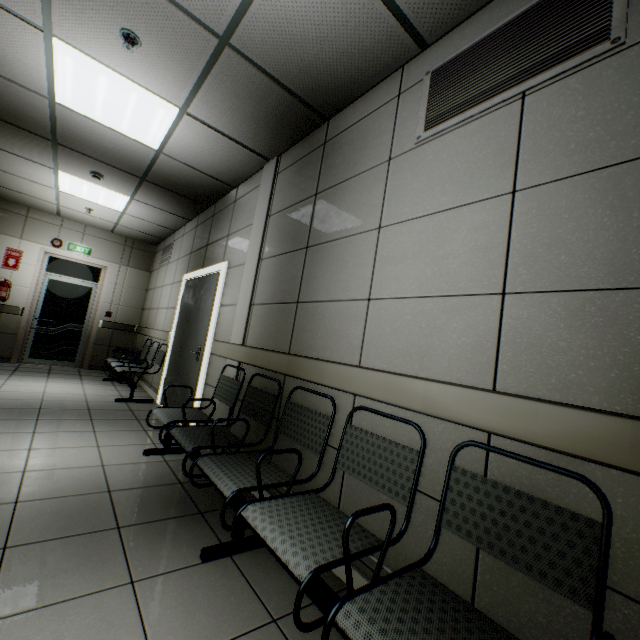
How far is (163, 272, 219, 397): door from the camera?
4.18m

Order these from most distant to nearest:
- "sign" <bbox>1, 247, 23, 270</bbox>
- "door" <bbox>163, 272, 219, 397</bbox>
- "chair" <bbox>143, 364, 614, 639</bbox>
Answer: "sign" <bbox>1, 247, 23, 270</bbox> < "door" <bbox>163, 272, 219, 397</bbox> < "chair" <bbox>143, 364, 614, 639</bbox>

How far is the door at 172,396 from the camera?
4.3m

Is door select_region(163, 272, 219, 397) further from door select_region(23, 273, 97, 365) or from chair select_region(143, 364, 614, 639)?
door select_region(23, 273, 97, 365)

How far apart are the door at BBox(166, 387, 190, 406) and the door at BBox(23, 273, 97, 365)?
3.82m

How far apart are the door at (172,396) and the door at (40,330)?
3.82m

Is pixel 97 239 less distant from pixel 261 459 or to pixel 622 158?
pixel 261 459
